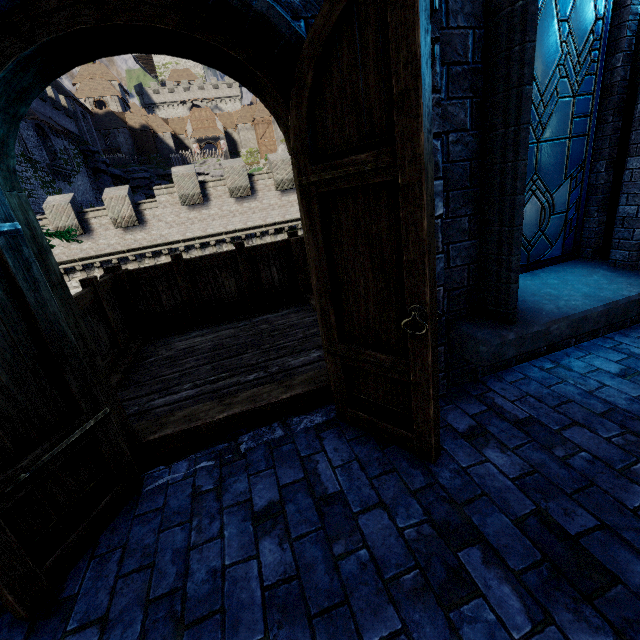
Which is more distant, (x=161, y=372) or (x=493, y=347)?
(x=161, y=372)

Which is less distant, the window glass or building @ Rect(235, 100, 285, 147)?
the window glass

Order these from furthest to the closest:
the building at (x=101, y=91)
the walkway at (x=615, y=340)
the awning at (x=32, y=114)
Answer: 1. the building at (x=101, y=91)
2. the awning at (x=32, y=114)
3. the walkway at (x=615, y=340)

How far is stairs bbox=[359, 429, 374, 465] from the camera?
2.2m

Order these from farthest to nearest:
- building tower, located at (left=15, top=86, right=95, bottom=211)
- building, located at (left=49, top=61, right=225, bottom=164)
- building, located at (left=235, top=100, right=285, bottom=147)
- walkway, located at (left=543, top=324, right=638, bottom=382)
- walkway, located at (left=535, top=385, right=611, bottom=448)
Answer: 1. building, located at (left=235, top=100, right=285, bottom=147)
2. building, located at (left=49, top=61, right=225, bottom=164)
3. building tower, located at (left=15, top=86, right=95, bottom=211)
4. walkway, located at (left=543, top=324, right=638, bottom=382)
5. walkway, located at (left=535, top=385, right=611, bottom=448)

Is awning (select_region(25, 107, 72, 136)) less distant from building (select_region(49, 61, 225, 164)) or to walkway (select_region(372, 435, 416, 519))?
building (select_region(49, 61, 225, 164))

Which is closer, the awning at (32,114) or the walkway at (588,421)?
the walkway at (588,421)

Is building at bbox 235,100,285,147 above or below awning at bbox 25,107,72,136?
above
